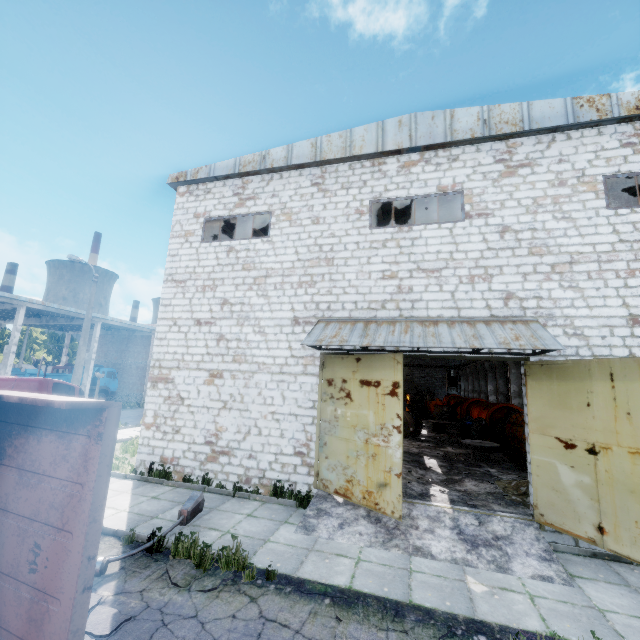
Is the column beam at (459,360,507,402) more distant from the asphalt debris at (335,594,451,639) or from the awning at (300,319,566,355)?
the asphalt debris at (335,594,451,639)

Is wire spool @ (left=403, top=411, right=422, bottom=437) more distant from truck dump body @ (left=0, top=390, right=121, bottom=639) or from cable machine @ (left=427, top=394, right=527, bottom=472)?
truck dump body @ (left=0, top=390, right=121, bottom=639)

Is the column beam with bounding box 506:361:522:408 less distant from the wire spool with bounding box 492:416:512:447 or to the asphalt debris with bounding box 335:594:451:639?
the wire spool with bounding box 492:416:512:447

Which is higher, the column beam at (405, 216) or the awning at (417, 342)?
the column beam at (405, 216)

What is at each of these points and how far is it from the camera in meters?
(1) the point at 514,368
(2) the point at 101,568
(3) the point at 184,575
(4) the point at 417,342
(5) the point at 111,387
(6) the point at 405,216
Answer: (1) column beam, 28.3 m
(2) lamp post, 5.4 m
(3) asphalt debris, 5.5 m
(4) awning, 7.9 m
(5) truck, 32.6 m
(6) column beam, 15.0 m

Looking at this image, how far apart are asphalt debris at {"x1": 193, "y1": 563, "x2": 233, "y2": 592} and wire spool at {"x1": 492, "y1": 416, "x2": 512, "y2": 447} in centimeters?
1611cm

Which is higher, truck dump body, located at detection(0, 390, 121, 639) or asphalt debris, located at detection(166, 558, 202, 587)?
truck dump body, located at detection(0, 390, 121, 639)

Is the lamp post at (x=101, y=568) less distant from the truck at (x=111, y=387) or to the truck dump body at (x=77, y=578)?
the truck dump body at (x=77, y=578)
